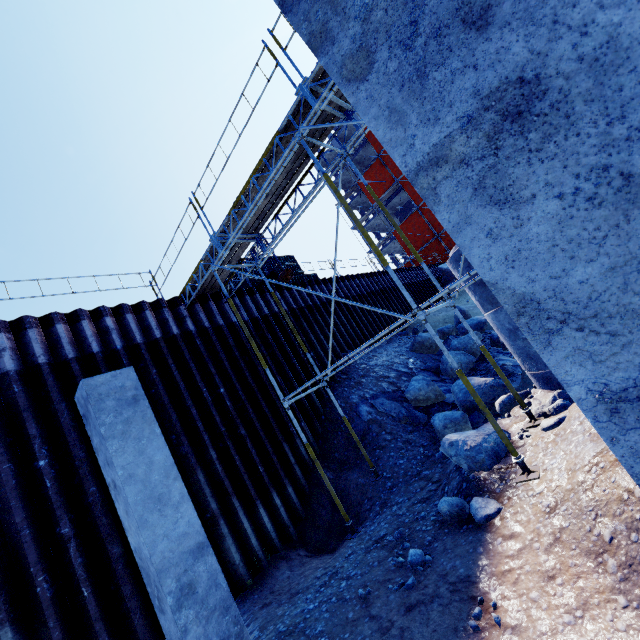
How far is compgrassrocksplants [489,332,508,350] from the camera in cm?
1166

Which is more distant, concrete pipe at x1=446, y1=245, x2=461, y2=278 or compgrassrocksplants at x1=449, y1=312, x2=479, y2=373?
compgrassrocksplants at x1=449, y1=312, x2=479, y2=373

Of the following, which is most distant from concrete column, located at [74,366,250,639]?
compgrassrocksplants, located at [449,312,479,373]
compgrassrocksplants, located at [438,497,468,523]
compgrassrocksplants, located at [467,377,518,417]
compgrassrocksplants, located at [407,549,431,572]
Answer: compgrassrocksplants, located at [449,312,479,373]

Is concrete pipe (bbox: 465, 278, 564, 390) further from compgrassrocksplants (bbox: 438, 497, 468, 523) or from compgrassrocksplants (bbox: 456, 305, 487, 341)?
compgrassrocksplants (bbox: 456, 305, 487, 341)

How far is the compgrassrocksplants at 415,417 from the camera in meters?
9.3

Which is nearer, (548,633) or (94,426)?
(548,633)

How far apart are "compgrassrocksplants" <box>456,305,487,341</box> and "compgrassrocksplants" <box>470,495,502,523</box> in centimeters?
1026cm

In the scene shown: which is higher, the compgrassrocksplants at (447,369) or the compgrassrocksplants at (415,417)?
the compgrassrocksplants at (447,369)
